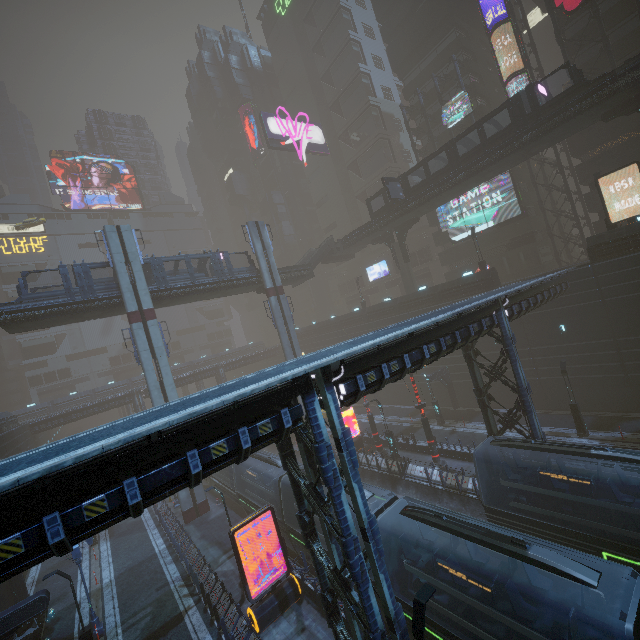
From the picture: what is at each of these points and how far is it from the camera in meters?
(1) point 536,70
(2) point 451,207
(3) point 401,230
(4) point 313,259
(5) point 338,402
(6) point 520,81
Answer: (1) building, 37.0
(2) sign, 42.8
(3) building structure, 41.6
(4) stairs, 43.5
(5) building, 11.4
(6) building, 34.9

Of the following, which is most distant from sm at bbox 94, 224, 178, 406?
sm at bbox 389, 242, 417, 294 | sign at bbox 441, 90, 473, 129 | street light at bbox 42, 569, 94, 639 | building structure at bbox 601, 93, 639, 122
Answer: building structure at bbox 601, 93, 639, 122

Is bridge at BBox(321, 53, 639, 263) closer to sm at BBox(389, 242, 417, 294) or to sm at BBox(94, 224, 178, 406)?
sm at BBox(389, 242, 417, 294)

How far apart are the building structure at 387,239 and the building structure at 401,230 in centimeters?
68cm

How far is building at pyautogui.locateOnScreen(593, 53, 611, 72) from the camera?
29.9m

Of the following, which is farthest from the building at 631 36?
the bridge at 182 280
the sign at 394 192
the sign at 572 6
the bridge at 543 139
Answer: the sign at 394 192

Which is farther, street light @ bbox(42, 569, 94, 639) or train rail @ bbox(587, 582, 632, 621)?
street light @ bbox(42, 569, 94, 639)

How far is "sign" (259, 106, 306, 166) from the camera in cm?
A: 5641
